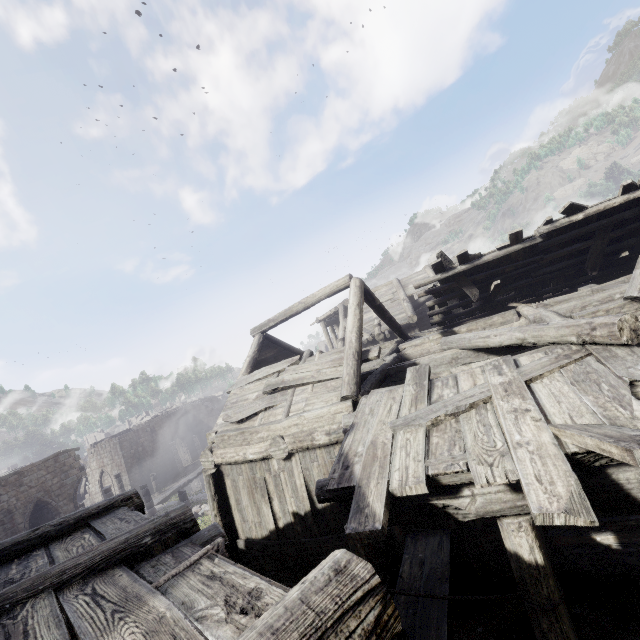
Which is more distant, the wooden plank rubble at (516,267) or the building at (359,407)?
the wooden plank rubble at (516,267)

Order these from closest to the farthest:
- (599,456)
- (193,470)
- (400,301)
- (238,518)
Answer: (599,456), (238,518), (400,301), (193,470)

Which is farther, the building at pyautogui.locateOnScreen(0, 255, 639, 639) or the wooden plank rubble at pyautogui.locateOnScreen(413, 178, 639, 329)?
the wooden plank rubble at pyautogui.locateOnScreen(413, 178, 639, 329)
